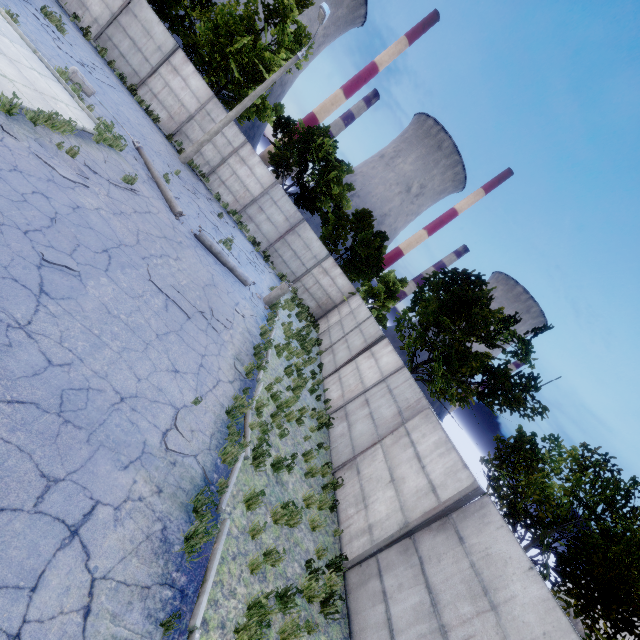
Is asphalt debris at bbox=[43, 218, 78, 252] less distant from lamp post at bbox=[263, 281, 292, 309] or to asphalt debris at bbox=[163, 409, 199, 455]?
asphalt debris at bbox=[163, 409, 199, 455]

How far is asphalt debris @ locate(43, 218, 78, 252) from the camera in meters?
6.0 m

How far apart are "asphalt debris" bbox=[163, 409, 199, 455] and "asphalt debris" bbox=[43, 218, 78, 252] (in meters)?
3.70

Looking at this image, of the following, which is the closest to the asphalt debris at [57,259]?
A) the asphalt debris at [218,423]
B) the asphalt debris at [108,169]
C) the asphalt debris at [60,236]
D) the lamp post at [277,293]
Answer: the asphalt debris at [60,236]

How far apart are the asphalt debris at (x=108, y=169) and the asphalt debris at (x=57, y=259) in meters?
4.3 m

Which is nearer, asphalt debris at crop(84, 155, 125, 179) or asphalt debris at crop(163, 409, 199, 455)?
asphalt debris at crop(163, 409, 199, 455)

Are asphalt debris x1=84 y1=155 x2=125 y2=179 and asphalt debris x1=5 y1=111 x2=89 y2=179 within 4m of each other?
yes

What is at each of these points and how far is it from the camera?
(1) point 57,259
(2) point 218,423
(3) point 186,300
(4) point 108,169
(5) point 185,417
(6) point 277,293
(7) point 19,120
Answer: (1) asphalt debris, 5.7m
(2) asphalt debris, 6.8m
(3) asphalt debris, 8.9m
(4) asphalt debris, 9.7m
(5) asphalt debris, 6.0m
(6) lamp post, 15.0m
(7) asphalt debris, 7.3m
